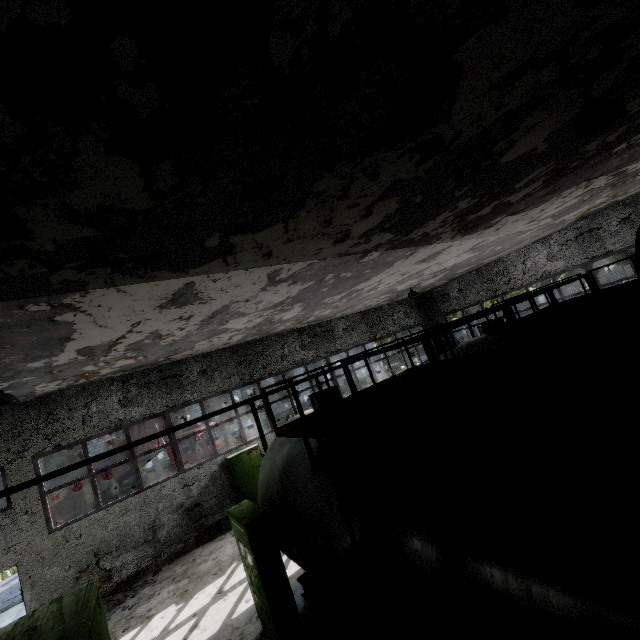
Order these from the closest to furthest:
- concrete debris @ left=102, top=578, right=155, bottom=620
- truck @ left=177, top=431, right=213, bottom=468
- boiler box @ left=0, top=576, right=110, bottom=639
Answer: boiler box @ left=0, top=576, right=110, bottom=639, concrete debris @ left=102, top=578, right=155, bottom=620, truck @ left=177, top=431, right=213, bottom=468

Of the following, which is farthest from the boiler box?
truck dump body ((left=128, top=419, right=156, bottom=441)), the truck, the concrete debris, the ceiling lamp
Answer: truck dump body ((left=128, top=419, right=156, bottom=441))

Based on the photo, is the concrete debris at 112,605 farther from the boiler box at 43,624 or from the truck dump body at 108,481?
the truck dump body at 108,481

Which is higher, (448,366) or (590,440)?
(448,366)

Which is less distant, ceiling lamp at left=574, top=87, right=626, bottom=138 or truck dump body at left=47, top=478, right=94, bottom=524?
ceiling lamp at left=574, top=87, right=626, bottom=138

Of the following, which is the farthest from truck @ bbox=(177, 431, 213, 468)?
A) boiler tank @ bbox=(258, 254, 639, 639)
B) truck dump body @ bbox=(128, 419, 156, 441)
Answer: boiler tank @ bbox=(258, 254, 639, 639)

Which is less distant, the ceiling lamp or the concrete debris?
the ceiling lamp

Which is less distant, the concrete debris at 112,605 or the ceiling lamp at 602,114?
the ceiling lamp at 602,114
